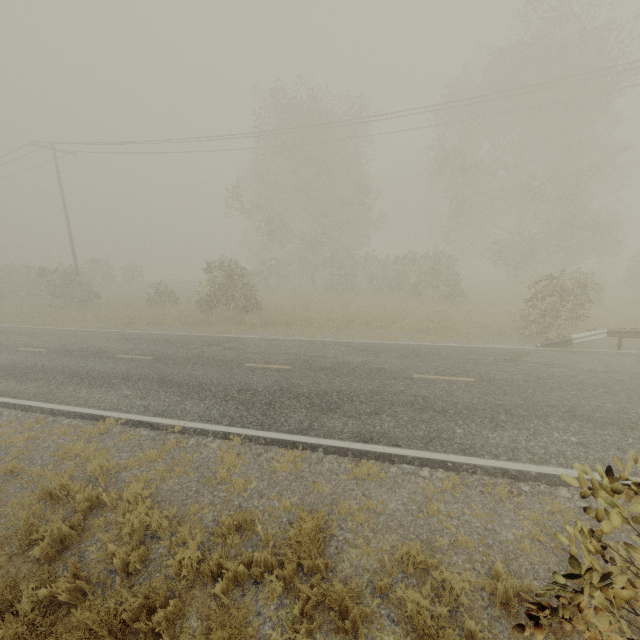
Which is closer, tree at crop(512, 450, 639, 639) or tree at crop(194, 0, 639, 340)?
tree at crop(512, 450, 639, 639)

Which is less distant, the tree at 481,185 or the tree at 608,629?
the tree at 608,629

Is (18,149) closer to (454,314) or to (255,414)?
(255,414)
